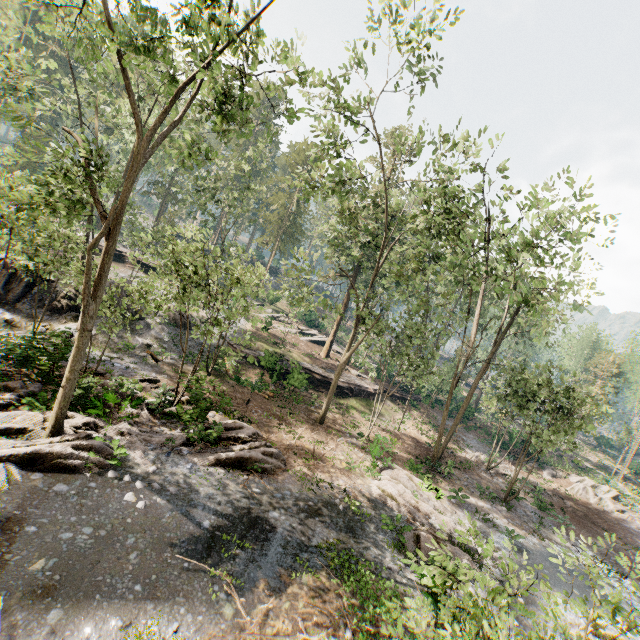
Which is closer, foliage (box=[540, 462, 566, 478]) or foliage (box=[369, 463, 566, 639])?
foliage (box=[369, 463, 566, 639])

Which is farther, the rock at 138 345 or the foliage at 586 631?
the rock at 138 345

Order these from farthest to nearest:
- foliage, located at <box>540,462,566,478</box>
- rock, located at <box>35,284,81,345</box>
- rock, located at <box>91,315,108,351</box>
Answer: foliage, located at <box>540,462,566,478</box> < rock, located at <box>91,315,108,351</box> < rock, located at <box>35,284,81,345</box>

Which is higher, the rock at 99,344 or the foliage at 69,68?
the foliage at 69,68

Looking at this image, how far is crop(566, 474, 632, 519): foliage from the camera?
26.91m

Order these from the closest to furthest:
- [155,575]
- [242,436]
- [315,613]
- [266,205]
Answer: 1. [155,575]
2. [315,613]
3. [242,436]
4. [266,205]

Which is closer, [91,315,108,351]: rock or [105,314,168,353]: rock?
[91,315,108,351]: rock
